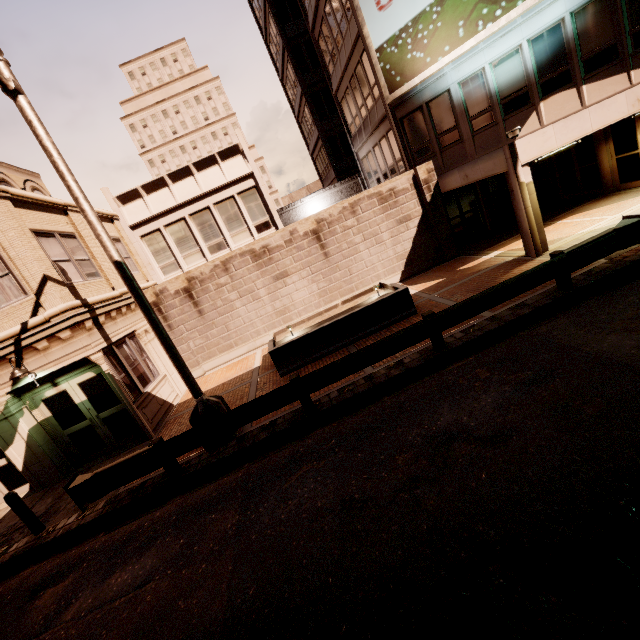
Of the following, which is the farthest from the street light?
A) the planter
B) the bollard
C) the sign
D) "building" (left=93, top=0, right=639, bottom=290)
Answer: the sign

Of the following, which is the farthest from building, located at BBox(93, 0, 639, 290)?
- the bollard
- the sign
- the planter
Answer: the planter

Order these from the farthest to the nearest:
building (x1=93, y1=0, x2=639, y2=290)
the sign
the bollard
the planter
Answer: the sign → building (x1=93, y1=0, x2=639, y2=290) → the planter → the bollard

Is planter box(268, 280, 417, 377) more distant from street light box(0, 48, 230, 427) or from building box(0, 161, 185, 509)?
building box(0, 161, 185, 509)

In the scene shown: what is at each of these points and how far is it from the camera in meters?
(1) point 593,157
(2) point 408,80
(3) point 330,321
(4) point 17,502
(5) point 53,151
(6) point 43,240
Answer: (1) building, 14.6
(2) sign, 14.3
(3) planter, 10.5
(4) bollard, 7.5
(5) street light, 6.5
(6) building, 9.7

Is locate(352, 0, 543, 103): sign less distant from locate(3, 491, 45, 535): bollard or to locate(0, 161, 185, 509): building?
locate(0, 161, 185, 509): building

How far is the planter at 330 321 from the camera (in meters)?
10.36

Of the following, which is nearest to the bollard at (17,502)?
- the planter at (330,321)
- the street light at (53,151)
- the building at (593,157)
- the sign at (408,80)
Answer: the building at (593,157)
